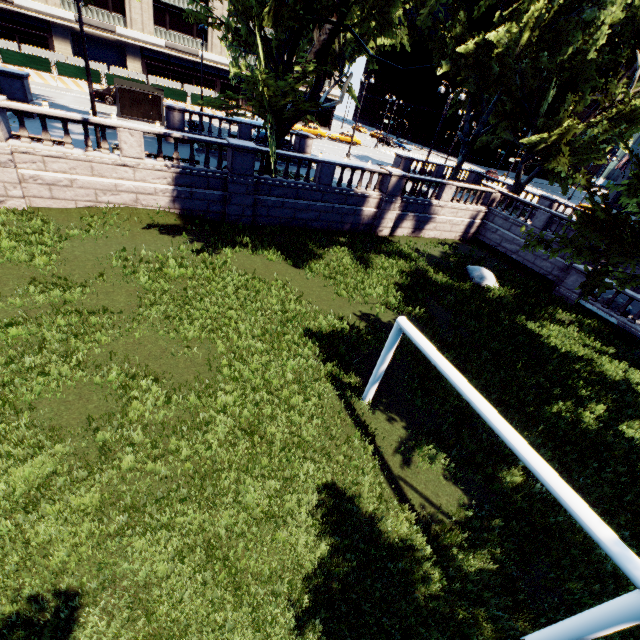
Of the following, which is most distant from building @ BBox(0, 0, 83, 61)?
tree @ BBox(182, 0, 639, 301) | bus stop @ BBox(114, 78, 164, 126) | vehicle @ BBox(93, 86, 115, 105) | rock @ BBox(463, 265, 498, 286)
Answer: rock @ BBox(463, 265, 498, 286)

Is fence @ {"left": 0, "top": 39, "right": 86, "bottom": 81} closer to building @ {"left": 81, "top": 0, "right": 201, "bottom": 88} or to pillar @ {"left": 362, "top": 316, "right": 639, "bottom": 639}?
building @ {"left": 81, "top": 0, "right": 201, "bottom": 88}

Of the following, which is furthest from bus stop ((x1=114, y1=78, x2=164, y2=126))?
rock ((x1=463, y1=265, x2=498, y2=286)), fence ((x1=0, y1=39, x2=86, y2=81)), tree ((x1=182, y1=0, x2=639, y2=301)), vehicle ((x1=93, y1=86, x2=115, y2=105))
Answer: rock ((x1=463, y1=265, x2=498, y2=286))

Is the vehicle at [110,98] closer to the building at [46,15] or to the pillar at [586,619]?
the building at [46,15]

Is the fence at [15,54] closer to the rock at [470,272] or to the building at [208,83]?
the building at [208,83]

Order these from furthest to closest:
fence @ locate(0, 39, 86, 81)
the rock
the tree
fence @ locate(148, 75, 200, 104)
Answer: fence @ locate(148, 75, 200, 104) → fence @ locate(0, 39, 86, 81) → the rock → the tree

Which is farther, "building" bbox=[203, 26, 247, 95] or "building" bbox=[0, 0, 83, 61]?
"building" bbox=[203, 26, 247, 95]

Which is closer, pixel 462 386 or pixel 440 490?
pixel 462 386
